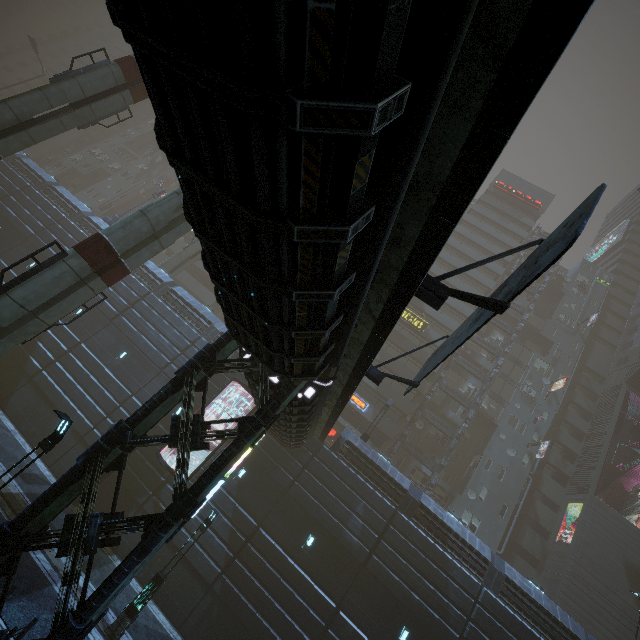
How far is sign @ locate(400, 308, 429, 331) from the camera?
37.32m

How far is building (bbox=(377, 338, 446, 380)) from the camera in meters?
34.7 m

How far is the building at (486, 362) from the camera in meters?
39.3

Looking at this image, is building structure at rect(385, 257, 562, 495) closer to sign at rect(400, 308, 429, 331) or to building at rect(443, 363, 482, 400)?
building at rect(443, 363, 482, 400)

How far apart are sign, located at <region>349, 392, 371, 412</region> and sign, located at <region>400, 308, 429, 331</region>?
10.38m

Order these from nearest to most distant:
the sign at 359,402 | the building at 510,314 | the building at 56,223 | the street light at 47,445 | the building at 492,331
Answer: the street light at 47,445
the building at 56,223
the sign at 359,402
the building at 492,331
the building at 510,314

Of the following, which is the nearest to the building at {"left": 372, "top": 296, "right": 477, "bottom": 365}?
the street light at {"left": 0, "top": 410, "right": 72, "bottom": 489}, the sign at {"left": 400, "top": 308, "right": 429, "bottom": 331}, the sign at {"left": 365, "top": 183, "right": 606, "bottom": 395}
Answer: the sign at {"left": 400, "top": 308, "right": 429, "bottom": 331}

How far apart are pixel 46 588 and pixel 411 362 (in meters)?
31.81
